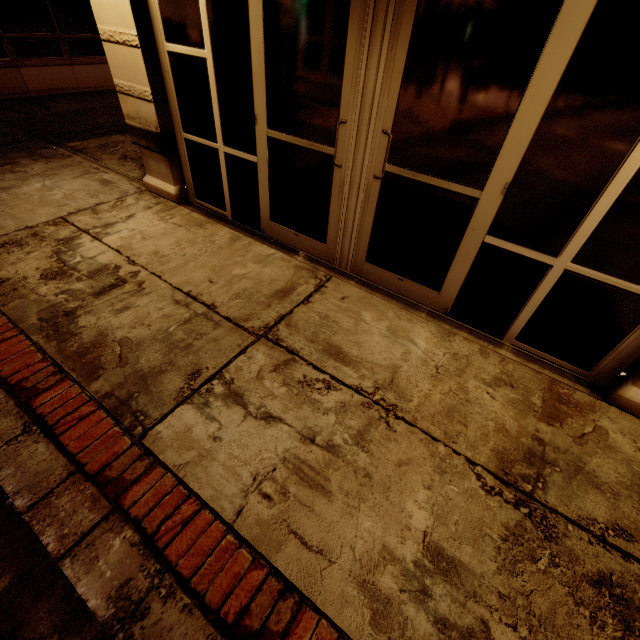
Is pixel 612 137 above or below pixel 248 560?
above
